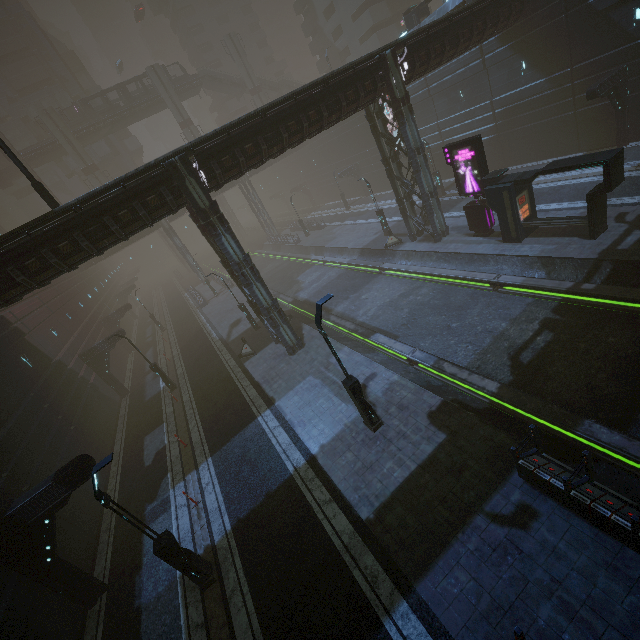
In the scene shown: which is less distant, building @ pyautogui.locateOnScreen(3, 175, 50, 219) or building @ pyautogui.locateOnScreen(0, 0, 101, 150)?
building @ pyautogui.locateOnScreen(0, 0, 101, 150)

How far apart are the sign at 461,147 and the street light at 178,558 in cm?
2149

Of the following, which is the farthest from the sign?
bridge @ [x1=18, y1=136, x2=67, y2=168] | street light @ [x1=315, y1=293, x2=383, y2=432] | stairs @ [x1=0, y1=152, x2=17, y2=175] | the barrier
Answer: bridge @ [x1=18, y1=136, x2=67, y2=168]

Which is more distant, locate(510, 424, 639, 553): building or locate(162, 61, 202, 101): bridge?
locate(162, 61, 202, 101): bridge

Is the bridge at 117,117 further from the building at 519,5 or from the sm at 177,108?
the building at 519,5

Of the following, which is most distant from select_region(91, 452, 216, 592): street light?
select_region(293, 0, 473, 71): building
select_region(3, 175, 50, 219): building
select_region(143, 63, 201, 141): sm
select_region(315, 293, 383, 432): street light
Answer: select_region(3, 175, 50, 219): building

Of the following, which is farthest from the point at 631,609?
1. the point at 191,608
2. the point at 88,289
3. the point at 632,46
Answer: the point at 88,289

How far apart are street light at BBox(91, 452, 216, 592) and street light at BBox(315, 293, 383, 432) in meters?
6.6
